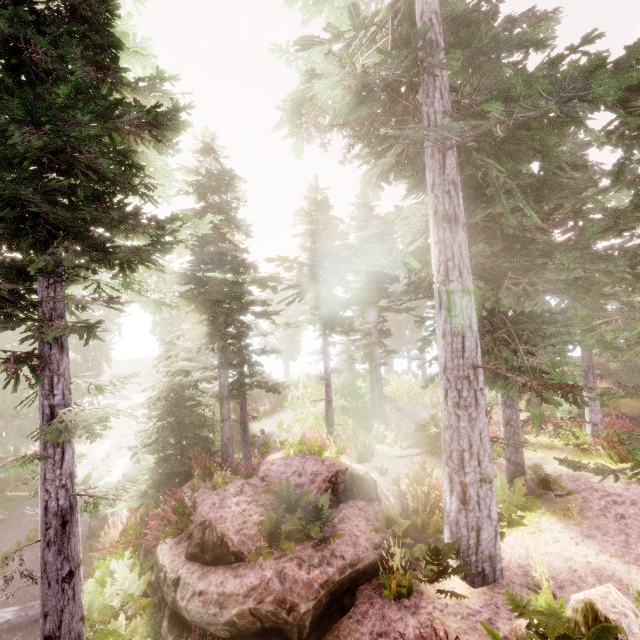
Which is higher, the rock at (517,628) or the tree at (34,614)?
the rock at (517,628)

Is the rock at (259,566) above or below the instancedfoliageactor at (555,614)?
below

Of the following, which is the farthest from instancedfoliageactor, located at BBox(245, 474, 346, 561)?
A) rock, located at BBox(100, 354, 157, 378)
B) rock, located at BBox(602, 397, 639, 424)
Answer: rock, located at BBox(602, 397, 639, 424)

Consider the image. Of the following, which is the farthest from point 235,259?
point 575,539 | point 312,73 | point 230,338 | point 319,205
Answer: point 575,539

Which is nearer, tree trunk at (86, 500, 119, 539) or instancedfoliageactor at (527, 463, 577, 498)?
instancedfoliageactor at (527, 463, 577, 498)

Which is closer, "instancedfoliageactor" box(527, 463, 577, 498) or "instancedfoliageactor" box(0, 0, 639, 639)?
"instancedfoliageactor" box(0, 0, 639, 639)

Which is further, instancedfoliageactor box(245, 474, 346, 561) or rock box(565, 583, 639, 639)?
instancedfoliageactor box(245, 474, 346, 561)

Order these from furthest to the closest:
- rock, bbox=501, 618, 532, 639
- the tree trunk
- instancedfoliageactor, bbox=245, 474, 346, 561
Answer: the tree trunk → instancedfoliageactor, bbox=245, 474, 346, 561 → rock, bbox=501, 618, 532, 639
